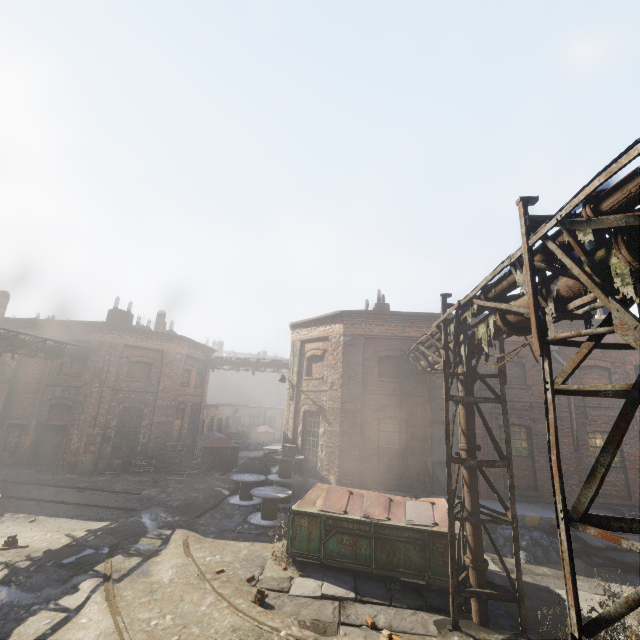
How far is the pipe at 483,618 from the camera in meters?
6.6

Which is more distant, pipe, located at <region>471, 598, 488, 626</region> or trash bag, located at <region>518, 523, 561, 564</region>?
trash bag, located at <region>518, 523, 561, 564</region>

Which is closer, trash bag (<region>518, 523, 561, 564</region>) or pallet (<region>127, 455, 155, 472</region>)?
trash bag (<region>518, 523, 561, 564</region>)

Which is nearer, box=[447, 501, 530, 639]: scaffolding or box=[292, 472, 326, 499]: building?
box=[447, 501, 530, 639]: scaffolding

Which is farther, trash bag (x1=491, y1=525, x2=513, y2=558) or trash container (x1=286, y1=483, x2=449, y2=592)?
trash bag (x1=491, y1=525, x2=513, y2=558)

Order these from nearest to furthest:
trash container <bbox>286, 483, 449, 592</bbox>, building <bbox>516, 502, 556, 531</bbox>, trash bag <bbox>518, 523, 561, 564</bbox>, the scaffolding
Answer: the scaffolding → trash container <bbox>286, 483, 449, 592</bbox> → trash bag <bbox>518, 523, 561, 564</bbox> → building <bbox>516, 502, 556, 531</bbox>

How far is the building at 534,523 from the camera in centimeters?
1104cm

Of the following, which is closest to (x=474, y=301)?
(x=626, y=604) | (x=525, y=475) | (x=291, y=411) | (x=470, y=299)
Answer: (x=470, y=299)
